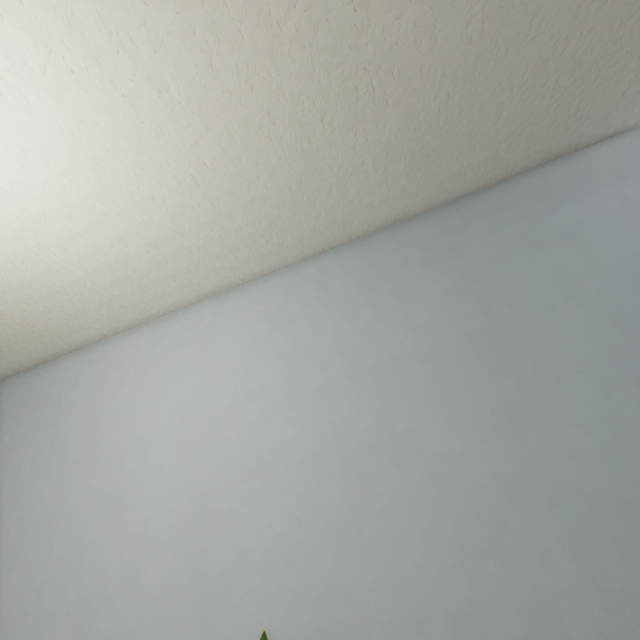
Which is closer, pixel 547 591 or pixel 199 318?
pixel 547 591
